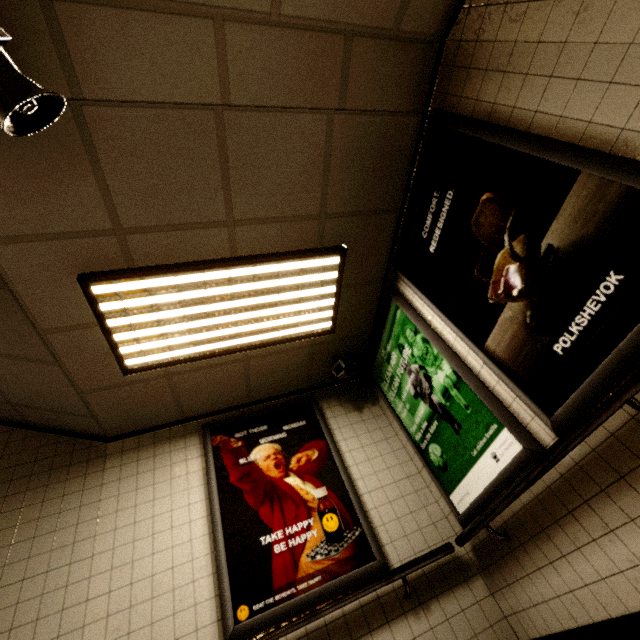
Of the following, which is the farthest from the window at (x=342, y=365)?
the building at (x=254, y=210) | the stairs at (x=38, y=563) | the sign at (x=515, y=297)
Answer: the stairs at (x=38, y=563)

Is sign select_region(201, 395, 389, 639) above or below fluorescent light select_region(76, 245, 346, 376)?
below

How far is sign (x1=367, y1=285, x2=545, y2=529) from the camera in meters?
2.1

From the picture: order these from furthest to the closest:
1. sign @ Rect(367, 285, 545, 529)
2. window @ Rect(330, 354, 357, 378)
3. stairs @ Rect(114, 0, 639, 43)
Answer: window @ Rect(330, 354, 357, 378) → sign @ Rect(367, 285, 545, 529) → stairs @ Rect(114, 0, 639, 43)

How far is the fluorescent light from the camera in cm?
237

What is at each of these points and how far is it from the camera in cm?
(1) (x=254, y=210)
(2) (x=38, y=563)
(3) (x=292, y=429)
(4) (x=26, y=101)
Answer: (1) building, 235
(2) stairs, 247
(3) sign, 349
(4) loudspeaker, 141

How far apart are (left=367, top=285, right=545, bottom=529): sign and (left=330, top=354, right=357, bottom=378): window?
0.15m

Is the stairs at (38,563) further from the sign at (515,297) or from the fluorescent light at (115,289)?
the sign at (515,297)
